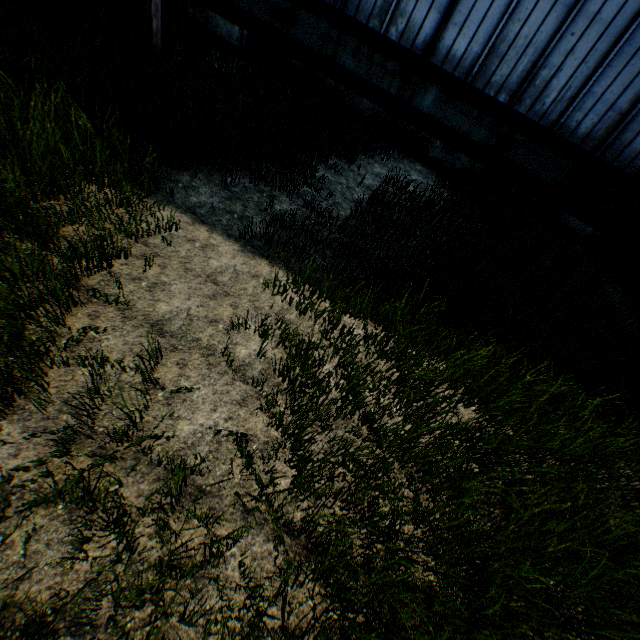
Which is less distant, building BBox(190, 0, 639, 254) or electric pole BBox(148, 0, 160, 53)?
electric pole BBox(148, 0, 160, 53)

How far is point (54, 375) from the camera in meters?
2.8 m

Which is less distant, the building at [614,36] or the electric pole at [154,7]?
the electric pole at [154,7]
